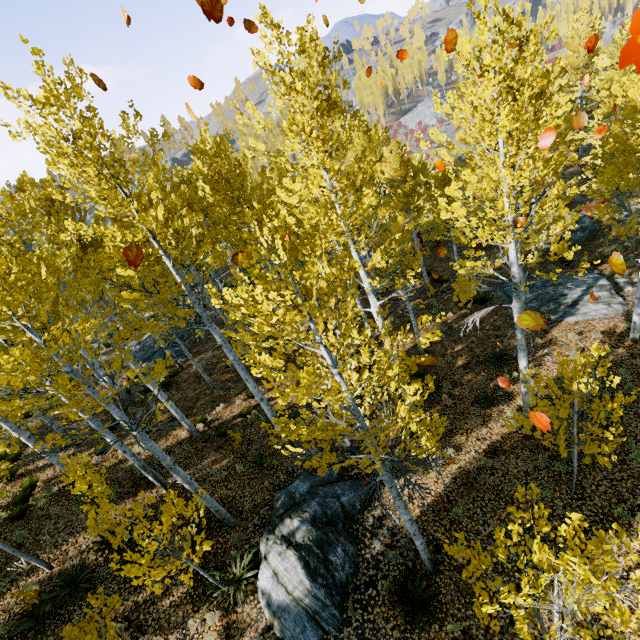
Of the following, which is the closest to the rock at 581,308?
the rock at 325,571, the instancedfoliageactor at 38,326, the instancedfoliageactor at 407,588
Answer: the instancedfoliageactor at 38,326

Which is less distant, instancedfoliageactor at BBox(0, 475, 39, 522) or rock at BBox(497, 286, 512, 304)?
instancedfoliageactor at BBox(0, 475, 39, 522)

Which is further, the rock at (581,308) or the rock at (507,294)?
the rock at (507,294)

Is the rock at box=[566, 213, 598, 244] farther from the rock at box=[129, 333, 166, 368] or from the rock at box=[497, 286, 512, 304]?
the rock at box=[129, 333, 166, 368]

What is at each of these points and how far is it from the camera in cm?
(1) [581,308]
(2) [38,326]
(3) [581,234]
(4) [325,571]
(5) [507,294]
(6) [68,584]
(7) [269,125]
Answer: (1) rock, 1347
(2) instancedfoliageactor, 548
(3) rock, 1880
(4) rock, 725
(5) rock, 1636
(6) instancedfoliageactor, 802
(7) instancedfoliageactor, 558

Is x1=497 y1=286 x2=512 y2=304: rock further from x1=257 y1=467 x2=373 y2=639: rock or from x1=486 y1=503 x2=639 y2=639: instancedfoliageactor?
x1=257 y1=467 x2=373 y2=639: rock

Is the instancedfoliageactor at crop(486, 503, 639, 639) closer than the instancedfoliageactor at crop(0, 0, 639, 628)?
Yes

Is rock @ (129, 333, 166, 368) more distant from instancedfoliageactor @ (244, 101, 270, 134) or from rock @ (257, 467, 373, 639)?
rock @ (257, 467, 373, 639)
